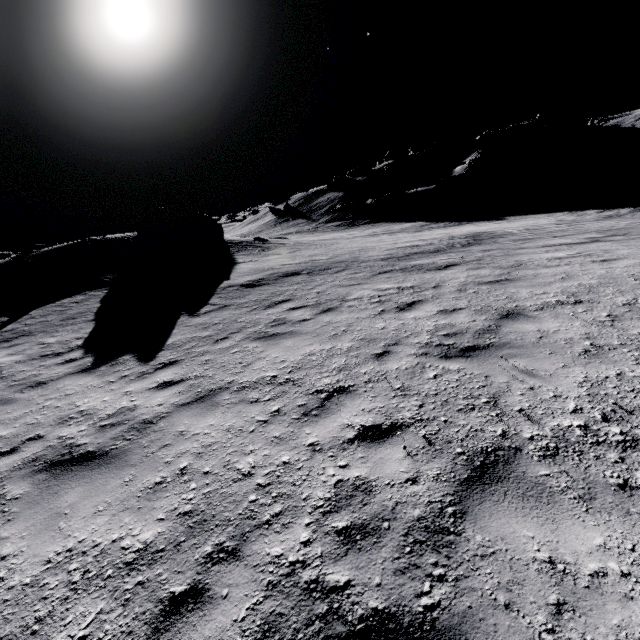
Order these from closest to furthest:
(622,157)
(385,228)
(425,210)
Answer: (385,228) → (425,210) → (622,157)

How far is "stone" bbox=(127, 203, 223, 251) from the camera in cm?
2264

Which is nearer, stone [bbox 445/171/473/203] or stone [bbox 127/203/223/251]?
stone [bbox 127/203/223/251]

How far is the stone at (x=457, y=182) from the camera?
49.0m

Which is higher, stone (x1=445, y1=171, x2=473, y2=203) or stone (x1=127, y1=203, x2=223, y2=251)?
stone (x1=127, y1=203, x2=223, y2=251)

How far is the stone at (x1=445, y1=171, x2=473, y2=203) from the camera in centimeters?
4900cm

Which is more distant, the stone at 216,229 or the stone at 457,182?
the stone at 457,182
